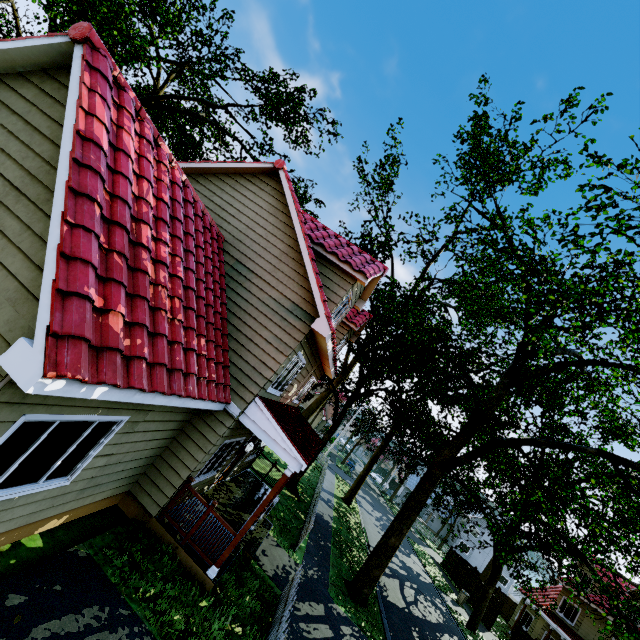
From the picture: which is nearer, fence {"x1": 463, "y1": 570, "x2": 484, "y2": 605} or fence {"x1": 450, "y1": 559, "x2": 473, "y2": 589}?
fence {"x1": 463, "y1": 570, "x2": 484, "y2": 605}

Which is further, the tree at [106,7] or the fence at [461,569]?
the fence at [461,569]

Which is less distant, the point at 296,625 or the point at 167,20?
A: the point at 296,625

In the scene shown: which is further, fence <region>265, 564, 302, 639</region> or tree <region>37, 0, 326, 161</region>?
tree <region>37, 0, 326, 161</region>

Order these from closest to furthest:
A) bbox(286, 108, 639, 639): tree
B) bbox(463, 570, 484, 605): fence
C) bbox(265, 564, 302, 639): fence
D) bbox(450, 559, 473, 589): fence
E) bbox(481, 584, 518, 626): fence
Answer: bbox(265, 564, 302, 639): fence → bbox(286, 108, 639, 639): tree → bbox(481, 584, 518, 626): fence → bbox(463, 570, 484, 605): fence → bbox(450, 559, 473, 589): fence

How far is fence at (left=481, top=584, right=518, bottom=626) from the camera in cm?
2458

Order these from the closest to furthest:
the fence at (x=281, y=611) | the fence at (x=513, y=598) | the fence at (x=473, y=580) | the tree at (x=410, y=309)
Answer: the fence at (x=281, y=611) < the tree at (x=410, y=309) < the fence at (x=513, y=598) < the fence at (x=473, y=580)

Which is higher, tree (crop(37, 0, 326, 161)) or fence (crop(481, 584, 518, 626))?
tree (crop(37, 0, 326, 161))
